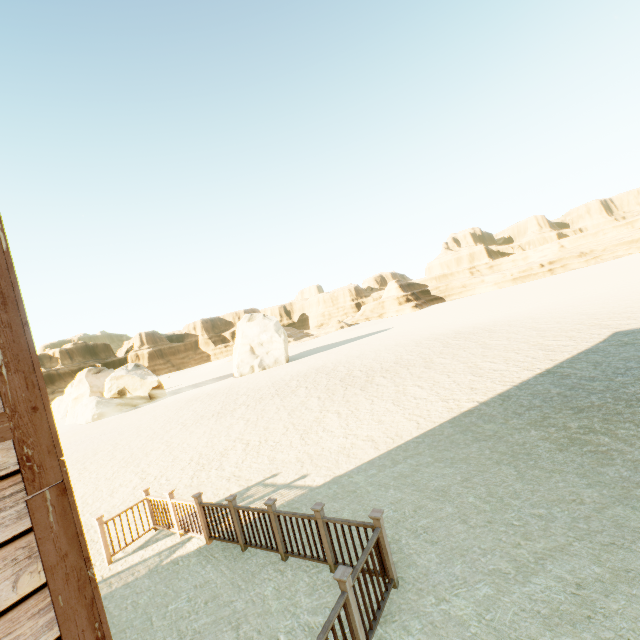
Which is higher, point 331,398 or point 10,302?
point 10,302

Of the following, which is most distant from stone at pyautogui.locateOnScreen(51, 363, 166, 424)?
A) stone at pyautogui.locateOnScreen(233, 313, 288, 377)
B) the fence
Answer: the fence

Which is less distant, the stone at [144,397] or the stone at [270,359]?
the stone at [144,397]

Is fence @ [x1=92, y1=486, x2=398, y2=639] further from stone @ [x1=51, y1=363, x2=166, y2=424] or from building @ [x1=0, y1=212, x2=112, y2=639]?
stone @ [x1=51, y1=363, x2=166, y2=424]

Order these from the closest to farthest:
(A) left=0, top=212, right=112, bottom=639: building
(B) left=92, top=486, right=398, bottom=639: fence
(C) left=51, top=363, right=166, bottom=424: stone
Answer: (A) left=0, top=212, right=112, bottom=639: building → (B) left=92, top=486, right=398, bottom=639: fence → (C) left=51, top=363, right=166, bottom=424: stone

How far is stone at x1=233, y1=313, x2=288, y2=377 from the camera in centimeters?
3762cm

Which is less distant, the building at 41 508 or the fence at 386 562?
the building at 41 508

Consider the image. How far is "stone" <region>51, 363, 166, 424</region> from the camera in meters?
32.4
